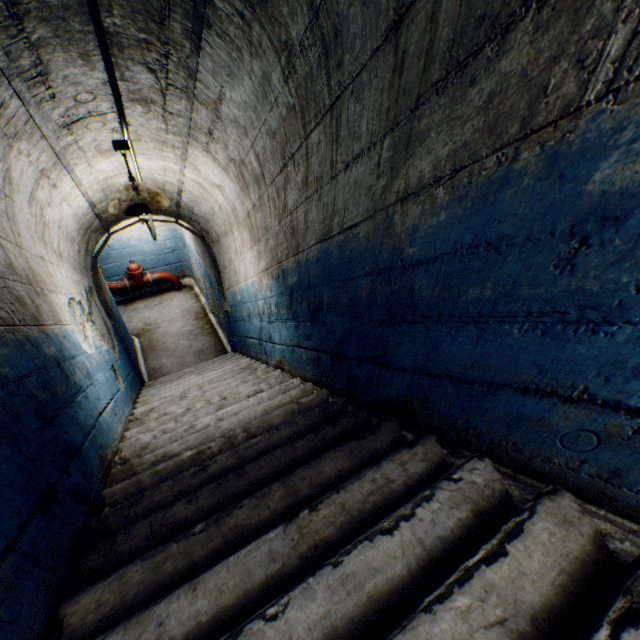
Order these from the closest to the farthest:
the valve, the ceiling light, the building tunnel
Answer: the building tunnel
the ceiling light
the valve

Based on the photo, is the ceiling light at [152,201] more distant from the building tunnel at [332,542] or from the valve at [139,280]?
the valve at [139,280]

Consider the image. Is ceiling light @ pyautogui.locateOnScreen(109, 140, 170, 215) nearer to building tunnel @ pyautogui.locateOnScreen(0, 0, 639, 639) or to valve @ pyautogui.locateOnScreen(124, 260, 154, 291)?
building tunnel @ pyautogui.locateOnScreen(0, 0, 639, 639)

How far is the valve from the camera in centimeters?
744cm

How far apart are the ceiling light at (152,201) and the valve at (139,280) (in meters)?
5.25

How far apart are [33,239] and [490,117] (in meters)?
3.00

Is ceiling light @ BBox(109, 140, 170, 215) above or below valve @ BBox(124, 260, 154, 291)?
above

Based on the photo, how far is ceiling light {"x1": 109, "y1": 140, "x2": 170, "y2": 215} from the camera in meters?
2.5
